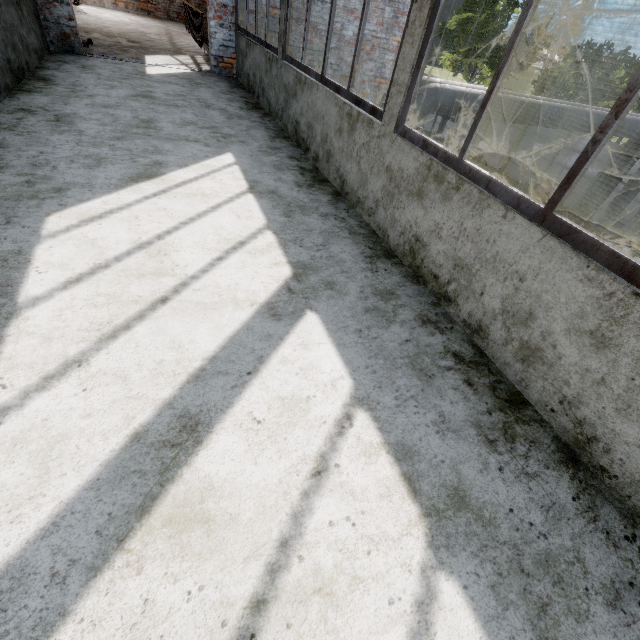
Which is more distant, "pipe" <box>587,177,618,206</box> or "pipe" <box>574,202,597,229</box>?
"pipe" <box>574,202,597,229</box>

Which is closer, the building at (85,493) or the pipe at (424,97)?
the building at (85,493)

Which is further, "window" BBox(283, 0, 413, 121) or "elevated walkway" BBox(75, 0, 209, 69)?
"elevated walkway" BBox(75, 0, 209, 69)

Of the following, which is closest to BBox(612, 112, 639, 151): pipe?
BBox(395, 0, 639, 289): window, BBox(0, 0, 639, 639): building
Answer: BBox(0, 0, 639, 639): building

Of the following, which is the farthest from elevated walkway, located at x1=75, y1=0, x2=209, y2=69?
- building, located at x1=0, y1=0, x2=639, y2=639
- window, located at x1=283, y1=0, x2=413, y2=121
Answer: window, located at x1=283, y1=0, x2=413, y2=121

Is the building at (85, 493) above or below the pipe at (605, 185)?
above

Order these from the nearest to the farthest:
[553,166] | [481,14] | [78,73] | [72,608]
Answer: [72,608] < [78,73] < [553,166] < [481,14]
